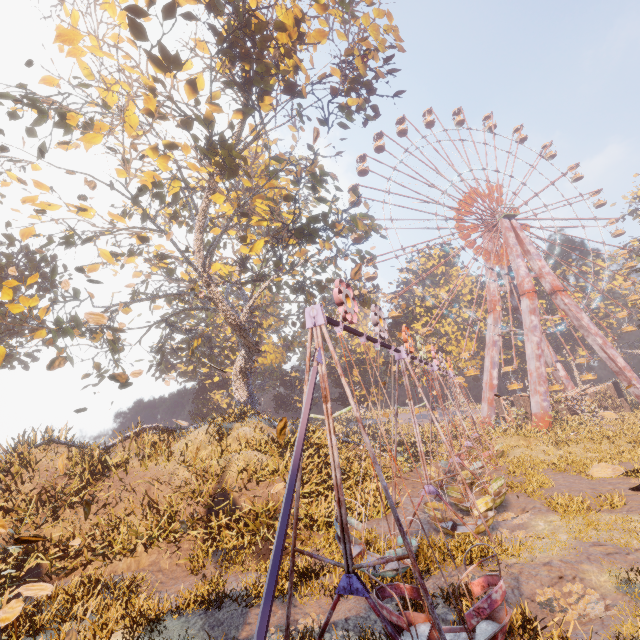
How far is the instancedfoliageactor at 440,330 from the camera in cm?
4832

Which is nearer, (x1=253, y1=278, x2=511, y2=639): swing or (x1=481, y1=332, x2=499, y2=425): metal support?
(x1=253, y1=278, x2=511, y2=639): swing

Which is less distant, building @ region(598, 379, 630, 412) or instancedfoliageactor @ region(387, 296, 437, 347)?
building @ region(598, 379, 630, 412)

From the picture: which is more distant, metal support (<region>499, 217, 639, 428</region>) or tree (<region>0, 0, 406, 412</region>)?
metal support (<region>499, 217, 639, 428</region>)

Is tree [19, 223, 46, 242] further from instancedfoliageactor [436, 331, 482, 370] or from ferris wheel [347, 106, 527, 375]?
instancedfoliageactor [436, 331, 482, 370]

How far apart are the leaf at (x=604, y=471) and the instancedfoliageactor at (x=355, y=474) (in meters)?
14.44

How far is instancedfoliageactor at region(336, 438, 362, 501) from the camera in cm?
1509

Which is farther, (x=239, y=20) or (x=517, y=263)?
(x=517, y=263)
